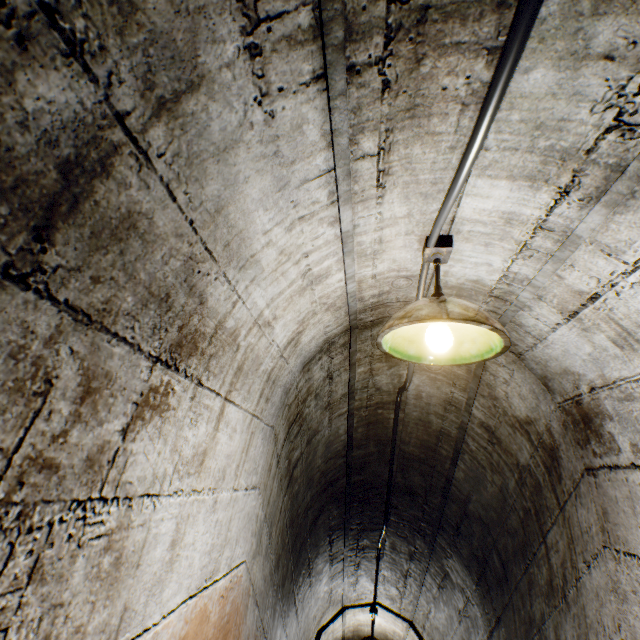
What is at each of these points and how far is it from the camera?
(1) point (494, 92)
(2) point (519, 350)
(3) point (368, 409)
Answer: (1) wire, 0.7m
(2) building tunnel, 1.9m
(3) building tunnel, 2.5m

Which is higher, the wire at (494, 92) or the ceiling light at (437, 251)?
the wire at (494, 92)

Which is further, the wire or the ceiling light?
the ceiling light

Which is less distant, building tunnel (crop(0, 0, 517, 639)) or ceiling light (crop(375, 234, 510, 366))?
building tunnel (crop(0, 0, 517, 639))

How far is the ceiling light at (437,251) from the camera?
1.1m

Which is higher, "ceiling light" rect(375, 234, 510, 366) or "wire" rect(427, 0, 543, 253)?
"wire" rect(427, 0, 543, 253)

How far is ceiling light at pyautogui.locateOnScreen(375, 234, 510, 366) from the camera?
1.07m
